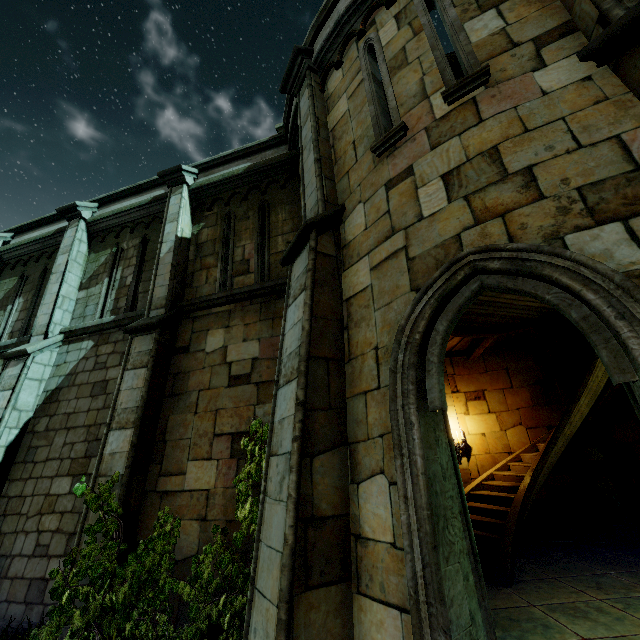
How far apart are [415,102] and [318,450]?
4.5m

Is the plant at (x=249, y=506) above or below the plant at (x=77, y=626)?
above

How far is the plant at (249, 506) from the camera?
4.5m

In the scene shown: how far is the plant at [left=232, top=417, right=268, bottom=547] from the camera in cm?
452

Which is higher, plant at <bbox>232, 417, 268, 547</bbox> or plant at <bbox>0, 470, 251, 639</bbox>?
plant at <bbox>232, 417, 268, 547</bbox>
